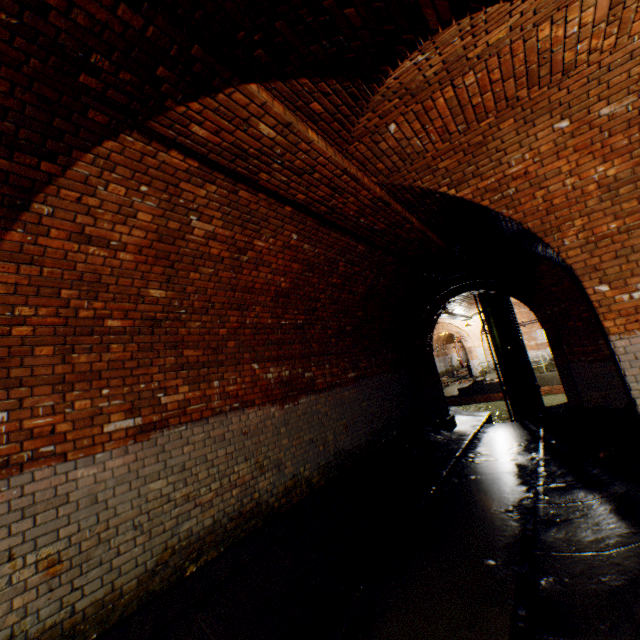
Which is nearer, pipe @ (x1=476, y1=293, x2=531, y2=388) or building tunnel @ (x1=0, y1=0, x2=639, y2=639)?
building tunnel @ (x1=0, y1=0, x2=639, y2=639)

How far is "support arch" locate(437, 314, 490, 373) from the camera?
22.4 meters

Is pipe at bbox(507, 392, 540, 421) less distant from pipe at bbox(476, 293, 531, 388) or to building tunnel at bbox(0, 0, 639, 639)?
pipe at bbox(476, 293, 531, 388)

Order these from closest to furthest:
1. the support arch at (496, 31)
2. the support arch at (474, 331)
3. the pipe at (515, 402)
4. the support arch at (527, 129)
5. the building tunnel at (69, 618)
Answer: the support arch at (496, 31)
the building tunnel at (69, 618)
the support arch at (527, 129)
the pipe at (515, 402)
the support arch at (474, 331)

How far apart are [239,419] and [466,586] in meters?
3.4

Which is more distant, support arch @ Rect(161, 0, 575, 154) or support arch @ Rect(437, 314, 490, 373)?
support arch @ Rect(437, 314, 490, 373)

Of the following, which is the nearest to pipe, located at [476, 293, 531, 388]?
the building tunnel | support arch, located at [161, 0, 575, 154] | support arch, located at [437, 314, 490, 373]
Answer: the building tunnel

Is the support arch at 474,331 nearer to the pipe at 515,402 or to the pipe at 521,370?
the pipe at 521,370
